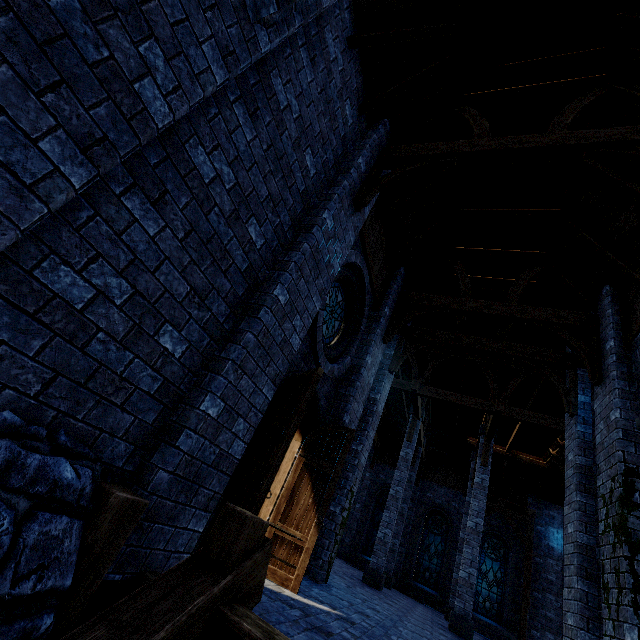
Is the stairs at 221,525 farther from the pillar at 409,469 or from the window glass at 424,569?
the window glass at 424,569

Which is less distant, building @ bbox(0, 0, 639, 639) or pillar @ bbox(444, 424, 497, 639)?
building @ bbox(0, 0, 639, 639)

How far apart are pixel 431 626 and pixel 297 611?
8.0m

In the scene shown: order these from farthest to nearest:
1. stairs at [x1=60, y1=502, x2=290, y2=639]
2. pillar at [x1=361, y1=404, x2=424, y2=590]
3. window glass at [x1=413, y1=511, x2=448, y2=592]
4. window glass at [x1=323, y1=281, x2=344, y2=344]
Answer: window glass at [x1=413, y1=511, x2=448, y2=592], pillar at [x1=361, y1=404, x2=424, y2=590], window glass at [x1=323, y1=281, x2=344, y2=344], stairs at [x1=60, y1=502, x2=290, y2=639]

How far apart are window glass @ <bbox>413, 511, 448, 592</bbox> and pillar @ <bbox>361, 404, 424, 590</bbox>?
7.2m

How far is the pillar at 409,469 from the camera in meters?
12.0

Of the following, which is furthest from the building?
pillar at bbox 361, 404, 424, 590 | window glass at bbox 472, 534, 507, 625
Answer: window glass at bbox 472, 534, 507, 625

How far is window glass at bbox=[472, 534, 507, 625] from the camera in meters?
16.2
